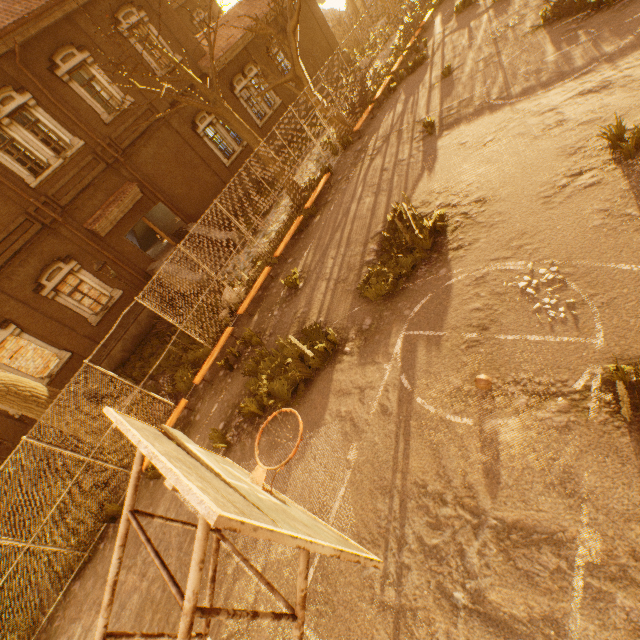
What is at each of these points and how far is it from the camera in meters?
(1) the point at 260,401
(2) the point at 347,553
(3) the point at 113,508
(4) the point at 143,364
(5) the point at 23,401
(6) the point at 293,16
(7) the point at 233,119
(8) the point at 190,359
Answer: (1) instancedfoliageactor, 7.5
(2) basketballbackboardstansion, 1.6
(3) instancedfoliageactor, 8.4
(4) instancedfoliageactor, 13.6
(5) tree, 7.9
(6) tree, 11.8
(7) tree, 11.9
(8) instancedfoliageactor, 10.7

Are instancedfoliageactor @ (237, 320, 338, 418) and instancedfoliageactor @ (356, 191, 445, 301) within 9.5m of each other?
yes

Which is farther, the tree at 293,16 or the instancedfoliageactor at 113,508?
the tree at 293,16

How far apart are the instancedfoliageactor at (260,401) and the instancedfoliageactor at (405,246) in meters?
1.3

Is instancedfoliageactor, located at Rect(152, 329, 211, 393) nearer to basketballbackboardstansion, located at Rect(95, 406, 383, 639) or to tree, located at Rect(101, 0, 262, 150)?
tree, located at Rect(101, 0, 262, 150)

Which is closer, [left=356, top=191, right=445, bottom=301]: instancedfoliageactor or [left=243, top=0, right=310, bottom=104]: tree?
[left=356, top=191, right=445, bottom=301]: instancedfoliageactor

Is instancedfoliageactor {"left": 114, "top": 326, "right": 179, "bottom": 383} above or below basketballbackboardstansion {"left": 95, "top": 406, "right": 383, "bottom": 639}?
below

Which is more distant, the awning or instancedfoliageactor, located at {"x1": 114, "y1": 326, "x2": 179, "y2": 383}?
the awning
